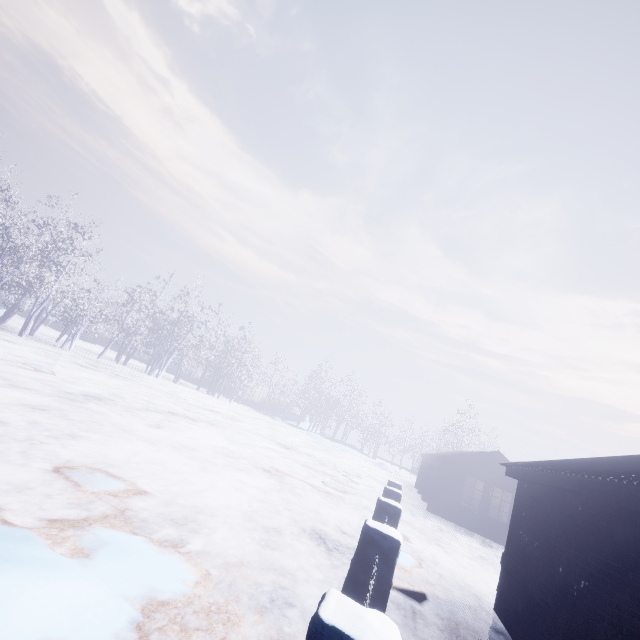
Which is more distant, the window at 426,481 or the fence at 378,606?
the window at 426,481

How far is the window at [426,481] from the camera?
16.96m

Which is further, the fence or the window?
the window

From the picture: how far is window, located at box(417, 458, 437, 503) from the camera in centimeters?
1696cm

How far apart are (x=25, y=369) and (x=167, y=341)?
17.92m
